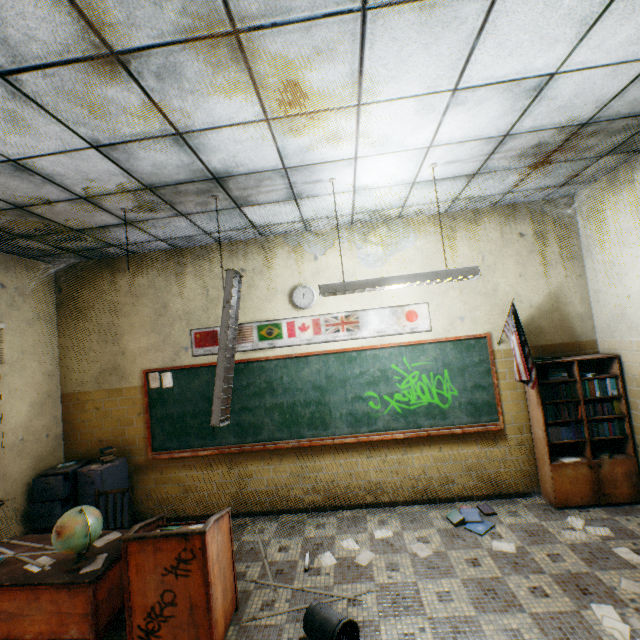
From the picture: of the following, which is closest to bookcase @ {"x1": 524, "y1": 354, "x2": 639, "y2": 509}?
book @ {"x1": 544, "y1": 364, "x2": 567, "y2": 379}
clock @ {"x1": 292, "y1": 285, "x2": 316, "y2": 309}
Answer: book @ {"x1": 544, "y1": 364, "x2": 567, "y2": 379}

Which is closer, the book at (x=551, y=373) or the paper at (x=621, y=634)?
the paper at (x=621, y=634)

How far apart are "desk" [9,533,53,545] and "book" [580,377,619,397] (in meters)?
4.72

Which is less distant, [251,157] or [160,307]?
[251,157]

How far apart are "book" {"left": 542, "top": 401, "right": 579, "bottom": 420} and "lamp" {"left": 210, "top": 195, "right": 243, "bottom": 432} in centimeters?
380cm

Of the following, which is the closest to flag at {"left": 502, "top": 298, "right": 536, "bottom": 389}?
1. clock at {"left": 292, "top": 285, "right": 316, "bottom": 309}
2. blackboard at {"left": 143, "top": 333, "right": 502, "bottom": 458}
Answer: blackboard at {"left": 143, "top": 333, "right": 502, "bottom": 458}

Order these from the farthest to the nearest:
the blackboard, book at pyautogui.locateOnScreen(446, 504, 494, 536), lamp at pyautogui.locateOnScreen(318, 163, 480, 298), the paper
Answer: the blackboard, book at pyautogui.locateOnScreen(446, 504, 494, 536), lamp at pyautogui.locateOnScreen(318, 163, 480, 298), the paper

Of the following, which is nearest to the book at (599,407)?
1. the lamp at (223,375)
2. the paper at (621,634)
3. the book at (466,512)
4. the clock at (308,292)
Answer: the book at (466,512)
